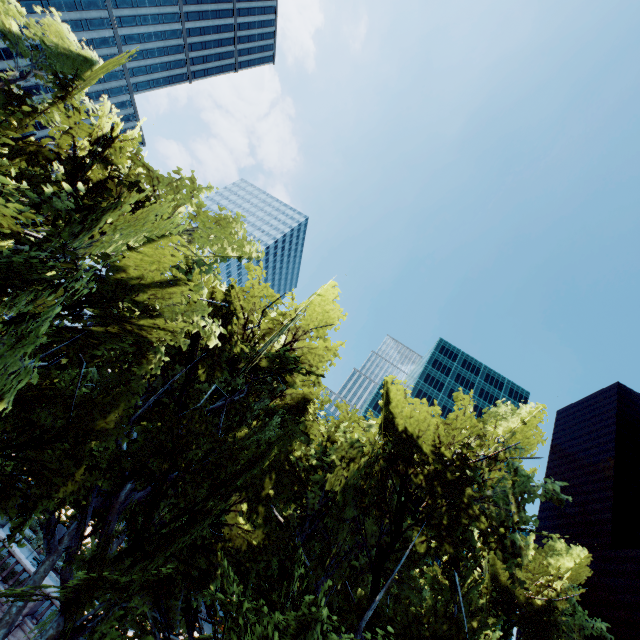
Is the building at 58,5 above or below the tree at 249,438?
above

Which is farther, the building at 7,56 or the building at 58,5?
the building at 7,56

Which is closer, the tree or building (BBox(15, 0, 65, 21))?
the tree

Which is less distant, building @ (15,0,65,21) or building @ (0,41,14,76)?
building @ (15,0,65,21)

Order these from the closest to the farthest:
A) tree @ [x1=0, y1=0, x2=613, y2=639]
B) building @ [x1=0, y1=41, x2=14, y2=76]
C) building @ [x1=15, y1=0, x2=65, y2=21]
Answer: tree @ [x1=0, y1=0, x2=613, y2=639] < building @ [x1=15, y1=0, x2=65, y2=21] < building @ [x1=0, y1=41, x2=14, y2=76]

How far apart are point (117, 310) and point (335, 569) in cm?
1424

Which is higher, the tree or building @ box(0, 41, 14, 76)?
building @ box(0, 41, 14, 76)
